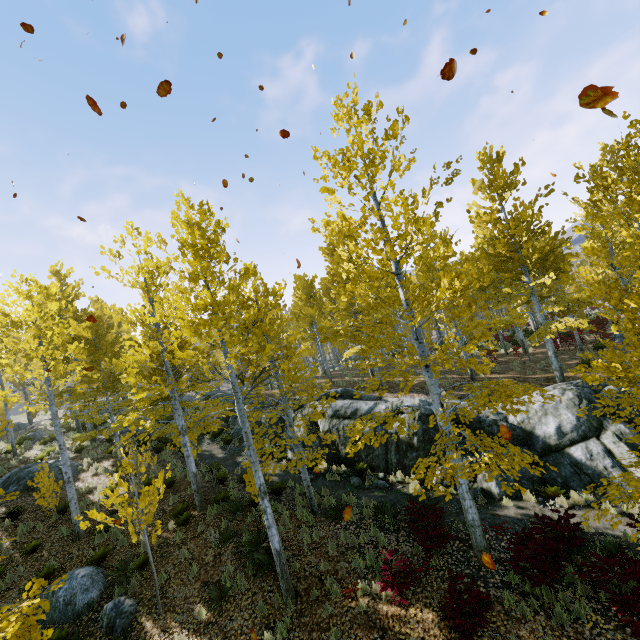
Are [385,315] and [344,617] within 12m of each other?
no

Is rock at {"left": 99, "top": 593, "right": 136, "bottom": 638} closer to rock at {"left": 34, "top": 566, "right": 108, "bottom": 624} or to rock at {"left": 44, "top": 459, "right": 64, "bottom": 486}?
rock at {"left": 34, "top": 566, "right": 108, "bottom": 624}

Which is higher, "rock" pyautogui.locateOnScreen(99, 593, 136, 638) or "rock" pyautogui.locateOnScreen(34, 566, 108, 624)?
"rock" pyautogui.locateOnScreen(34, 566, 108, 624)

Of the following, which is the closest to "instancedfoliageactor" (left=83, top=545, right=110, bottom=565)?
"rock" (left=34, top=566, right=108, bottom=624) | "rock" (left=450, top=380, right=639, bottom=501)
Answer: "rock" (left=450, top=380, right=639, bottom=501)

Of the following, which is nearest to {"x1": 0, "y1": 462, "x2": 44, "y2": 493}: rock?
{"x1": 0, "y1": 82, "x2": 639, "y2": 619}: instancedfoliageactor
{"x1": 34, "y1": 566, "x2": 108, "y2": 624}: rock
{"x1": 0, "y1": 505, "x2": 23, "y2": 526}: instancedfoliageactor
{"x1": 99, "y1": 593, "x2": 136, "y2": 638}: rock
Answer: {"x1": 0, "y1": 505, "x2": 23, "y2": 526}: instancedfoliageactor

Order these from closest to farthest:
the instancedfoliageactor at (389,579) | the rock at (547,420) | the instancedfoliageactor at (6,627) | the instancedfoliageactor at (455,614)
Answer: the instancedfoliageactor at (6,627) → the instancedfoliageactor at (455,614) → the instancedfoliageactor at (389,579) → the rock at (547,420)

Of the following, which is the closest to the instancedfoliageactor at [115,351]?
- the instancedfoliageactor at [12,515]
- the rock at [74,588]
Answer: the instancedfoliageactor at [12,515]

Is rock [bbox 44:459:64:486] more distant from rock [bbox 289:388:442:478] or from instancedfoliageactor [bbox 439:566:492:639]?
rock [bbox 289:388:442:478]
